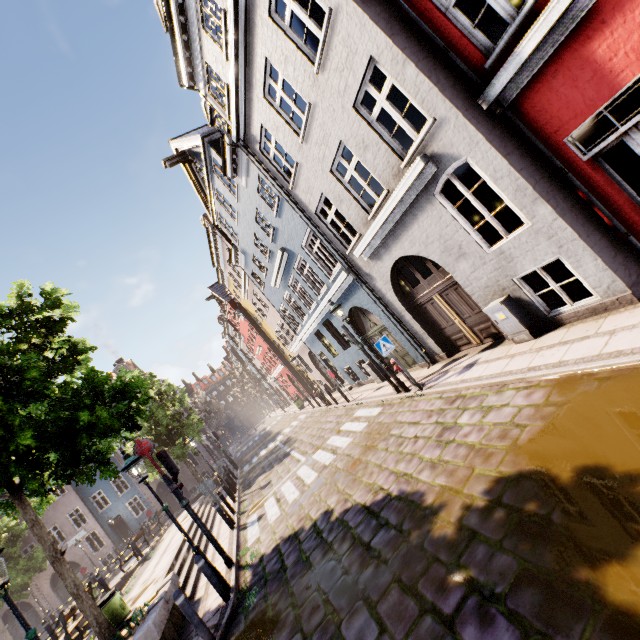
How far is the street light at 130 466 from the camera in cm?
731

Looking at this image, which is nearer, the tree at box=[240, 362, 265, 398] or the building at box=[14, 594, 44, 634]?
the building at box=[14, 594, 44, 634]

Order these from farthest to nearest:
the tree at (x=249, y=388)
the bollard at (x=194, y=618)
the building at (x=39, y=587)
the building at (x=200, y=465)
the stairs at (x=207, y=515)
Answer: the tree at (x=249, y=388)
the building at (x=200, y=465)
the building at (x=39, y=587)
the stairs at (x=207, y=515)
the bollard at (x=194, y=618)

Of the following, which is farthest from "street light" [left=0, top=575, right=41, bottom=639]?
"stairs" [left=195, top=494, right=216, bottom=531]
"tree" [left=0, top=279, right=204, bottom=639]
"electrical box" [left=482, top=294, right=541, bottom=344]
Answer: "electrical box" [left=482, top=294, right=541, bottom=344]

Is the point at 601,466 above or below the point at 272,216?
below

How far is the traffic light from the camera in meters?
8.6

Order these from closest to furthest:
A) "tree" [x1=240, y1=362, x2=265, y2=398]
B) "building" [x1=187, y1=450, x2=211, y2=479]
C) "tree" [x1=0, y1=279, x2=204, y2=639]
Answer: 1. "tree" [x1=0, y1=279, x2=204, y2=639]
2. "building" [x1=187, y1=450, x2=211, y2=479]
3. "tree" [x1=240, y1=362, x2=265, y2=398]

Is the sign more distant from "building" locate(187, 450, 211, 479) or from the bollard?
"building" locate(187, 450, 211, 479)
